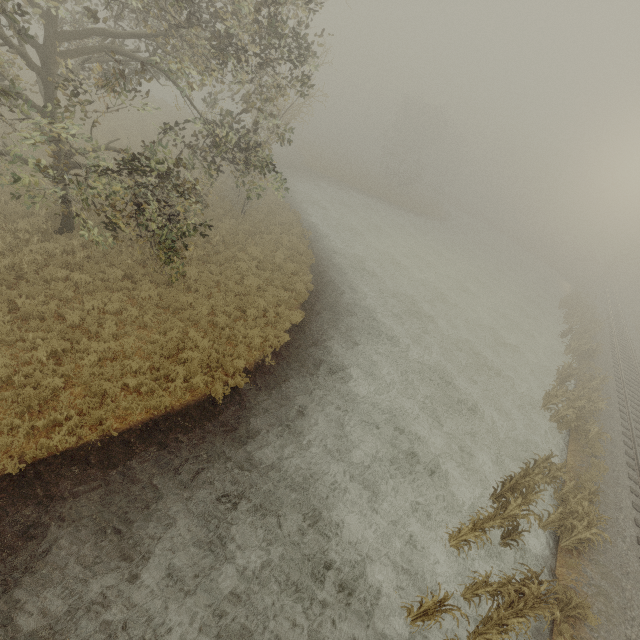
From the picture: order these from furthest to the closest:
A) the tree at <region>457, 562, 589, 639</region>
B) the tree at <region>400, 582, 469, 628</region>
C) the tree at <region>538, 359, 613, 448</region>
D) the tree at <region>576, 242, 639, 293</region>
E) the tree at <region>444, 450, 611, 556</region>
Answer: the tree at <region>576, 242, 639, 293</region>
the tree at <region>538, 359, 613, 448</region>
the tree at <region>444, 450, 611, 556</region>
the tree at <region>457, 562, 589, 639</region>
the tree at <region>400, 582, 469, 628</region>

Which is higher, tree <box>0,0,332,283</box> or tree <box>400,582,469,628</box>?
tree <box>0,0,332,283</box>

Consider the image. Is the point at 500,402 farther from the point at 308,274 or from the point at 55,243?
the point at 55,243

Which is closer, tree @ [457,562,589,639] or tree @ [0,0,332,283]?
tree @ [457,562,589,639]

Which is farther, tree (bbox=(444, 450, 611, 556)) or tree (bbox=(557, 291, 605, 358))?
tree (bbox=(557, 291, 605, 358))

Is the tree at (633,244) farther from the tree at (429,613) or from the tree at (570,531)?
the tree at (429,613)

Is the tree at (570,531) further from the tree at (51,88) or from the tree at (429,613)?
the tree at (51,88)

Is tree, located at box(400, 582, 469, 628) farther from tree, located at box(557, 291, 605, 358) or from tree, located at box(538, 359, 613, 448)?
tree, located at box(557, 291, 605, 358)
